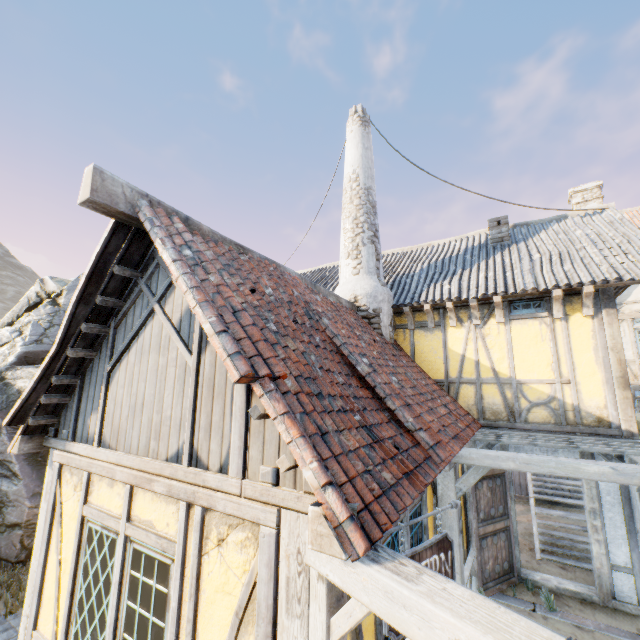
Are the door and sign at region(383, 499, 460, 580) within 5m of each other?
yes

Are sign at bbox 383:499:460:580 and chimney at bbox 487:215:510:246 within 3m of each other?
no

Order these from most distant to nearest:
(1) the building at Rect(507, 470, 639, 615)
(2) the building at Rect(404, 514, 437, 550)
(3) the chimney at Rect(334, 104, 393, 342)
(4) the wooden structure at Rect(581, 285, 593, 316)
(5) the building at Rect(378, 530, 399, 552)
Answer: (3) the chimney at Rect(334, 104, 393, 342)
(4) the wooden structure at Rect(581, 285, 593, 316)
(1) the building at Rect(507, 470, 639, 615)
(2) the building at Rect(404, 514, 437, 550)
(5) the building at Rect(378, 530, 399, 552)

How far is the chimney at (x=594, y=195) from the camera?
17.2m

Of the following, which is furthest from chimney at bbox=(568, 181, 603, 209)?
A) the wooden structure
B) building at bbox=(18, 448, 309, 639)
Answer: building at bbox=(18, 448, 309, 639)

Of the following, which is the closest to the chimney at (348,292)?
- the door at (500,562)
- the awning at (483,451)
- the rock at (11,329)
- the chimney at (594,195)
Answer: the awning at (483,451)

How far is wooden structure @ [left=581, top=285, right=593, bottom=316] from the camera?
6.28m

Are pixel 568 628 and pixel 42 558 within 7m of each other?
no
